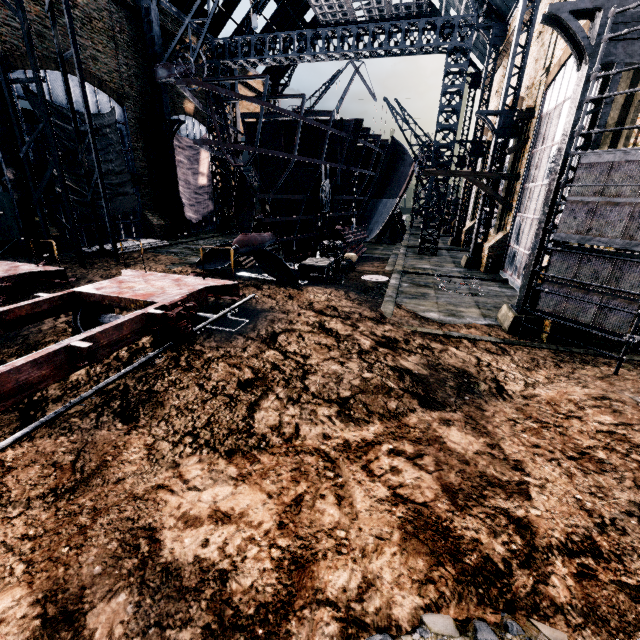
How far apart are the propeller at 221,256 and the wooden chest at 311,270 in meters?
3.6 m

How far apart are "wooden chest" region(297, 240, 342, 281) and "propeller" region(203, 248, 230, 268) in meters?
3.6

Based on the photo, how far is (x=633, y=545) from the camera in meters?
4.4 m

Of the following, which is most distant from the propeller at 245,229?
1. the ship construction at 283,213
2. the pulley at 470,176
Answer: the pulley at 470,176

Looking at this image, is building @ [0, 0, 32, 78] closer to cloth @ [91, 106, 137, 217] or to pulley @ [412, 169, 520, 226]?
pulley @ [412, 169, 520, 226]

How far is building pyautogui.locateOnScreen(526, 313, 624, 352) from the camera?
→ 10.8 meters

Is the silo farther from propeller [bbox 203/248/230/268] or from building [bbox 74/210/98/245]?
propeller [bbox 203/248/230/268]

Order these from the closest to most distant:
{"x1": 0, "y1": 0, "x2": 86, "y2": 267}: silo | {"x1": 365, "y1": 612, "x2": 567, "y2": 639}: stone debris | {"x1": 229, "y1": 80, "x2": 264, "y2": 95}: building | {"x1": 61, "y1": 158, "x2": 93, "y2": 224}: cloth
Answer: {"x1": 365, "y1": 612, "x2": 567, "y2": 639}: stone debris
{"x1": 0, "y1": 0, "x2": 86, "y2": 267}: silo
{"x1": 61, "y1": 158, "x2": 93, "y2": 224}: cloth
{"x1": 229, "y1": 80, "x2": 264, "y2": 95}: building
